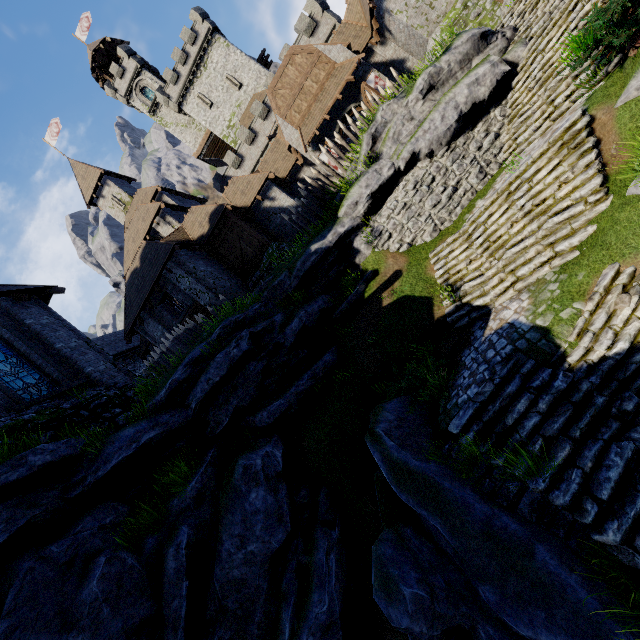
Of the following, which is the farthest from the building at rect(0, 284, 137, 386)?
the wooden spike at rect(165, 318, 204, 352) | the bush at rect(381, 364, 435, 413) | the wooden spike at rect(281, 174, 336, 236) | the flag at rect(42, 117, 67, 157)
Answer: the flag at rect(42, 117, 67, 157)

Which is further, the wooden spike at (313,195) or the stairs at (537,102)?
the wooden spike at (313,195)

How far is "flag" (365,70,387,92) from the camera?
19.6 meters

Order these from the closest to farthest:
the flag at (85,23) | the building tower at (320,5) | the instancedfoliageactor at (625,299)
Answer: the instancedfoliageactor at (625,299)
the building tower at (320,5)
the flag at (85,23)

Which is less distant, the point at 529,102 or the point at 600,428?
the point at 600,428

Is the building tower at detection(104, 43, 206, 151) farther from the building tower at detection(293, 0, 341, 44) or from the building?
the building

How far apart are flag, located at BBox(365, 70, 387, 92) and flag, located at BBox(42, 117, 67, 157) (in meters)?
32.73

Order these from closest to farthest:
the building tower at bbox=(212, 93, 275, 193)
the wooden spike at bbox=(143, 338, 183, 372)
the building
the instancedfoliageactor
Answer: the instancedfoliageactor
the building
the wooden spike at bbox=(143, 338, 183, 372)
the building tower at bbox=(212, 93, 275, 193)
